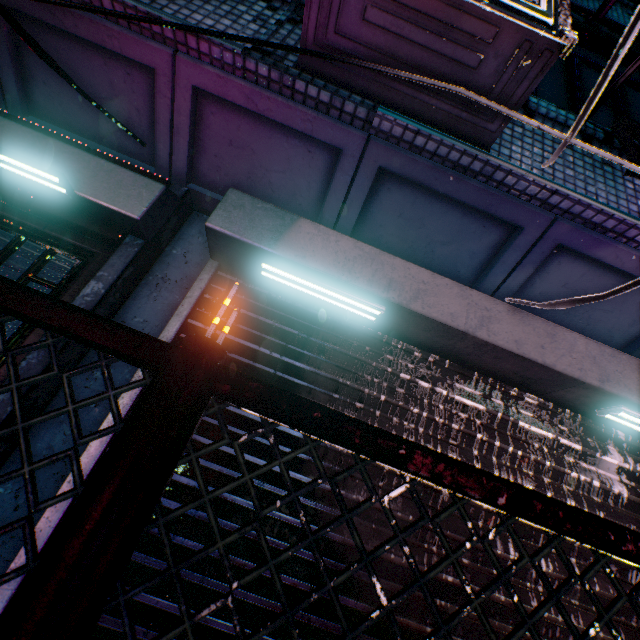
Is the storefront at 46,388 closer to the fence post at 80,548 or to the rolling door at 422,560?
the rolling door at 422,560

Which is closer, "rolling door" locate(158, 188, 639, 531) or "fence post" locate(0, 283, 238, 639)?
"fence post" locate(0, 283, 238, 639)

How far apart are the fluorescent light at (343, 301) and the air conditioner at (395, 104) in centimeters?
104cm

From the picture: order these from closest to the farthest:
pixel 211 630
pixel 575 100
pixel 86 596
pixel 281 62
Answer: pixel 86 596, pixel 211 630, pixel 281 62, pixel 575 100

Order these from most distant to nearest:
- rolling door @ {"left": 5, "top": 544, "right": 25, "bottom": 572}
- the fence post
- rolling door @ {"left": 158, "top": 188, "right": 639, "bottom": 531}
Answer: rolling door @ {"left": 158, "top": 188, "right": 639, "bottom": 531}, rolling door @ {"left": 5, "top": 544, "right": 25, "bottom": 572}, the fence post

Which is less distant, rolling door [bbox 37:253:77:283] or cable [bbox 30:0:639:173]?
cable [bbox 30:0:639:173]

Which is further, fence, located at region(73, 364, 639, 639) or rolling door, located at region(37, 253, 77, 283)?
rolling door, located at region(37, 253, 77, 283)
